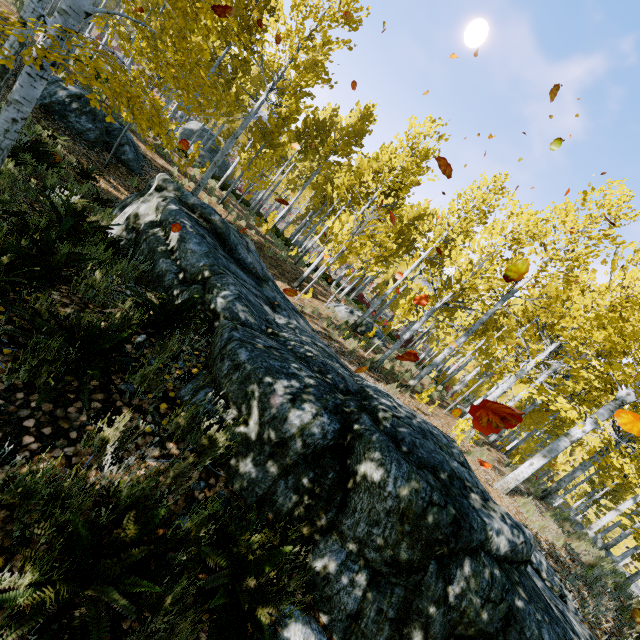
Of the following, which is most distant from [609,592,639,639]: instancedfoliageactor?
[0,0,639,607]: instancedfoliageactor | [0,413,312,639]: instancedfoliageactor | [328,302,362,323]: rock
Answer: [0,413,312,639]: instancedfoliageactor

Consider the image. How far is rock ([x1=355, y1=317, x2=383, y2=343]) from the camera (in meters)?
16.39

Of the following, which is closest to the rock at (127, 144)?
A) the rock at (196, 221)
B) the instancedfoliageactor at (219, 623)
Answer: the rock at (196, 221)

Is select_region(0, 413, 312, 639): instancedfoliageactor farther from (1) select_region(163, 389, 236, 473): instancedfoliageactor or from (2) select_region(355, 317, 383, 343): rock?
(2) select_region(355, 317, 383, 343): rock

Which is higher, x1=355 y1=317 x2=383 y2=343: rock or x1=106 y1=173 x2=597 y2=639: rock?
x1=106 y1=173 x2=597 y2=639: rock

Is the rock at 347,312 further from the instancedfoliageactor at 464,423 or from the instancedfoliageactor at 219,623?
the instancedfoliageactor at 219,623

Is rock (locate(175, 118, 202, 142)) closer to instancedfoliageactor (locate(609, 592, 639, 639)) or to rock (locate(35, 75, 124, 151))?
instancedfoliageactor (locate(609, 592, 639, 639))

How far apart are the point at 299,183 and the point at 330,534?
37.8 meters
